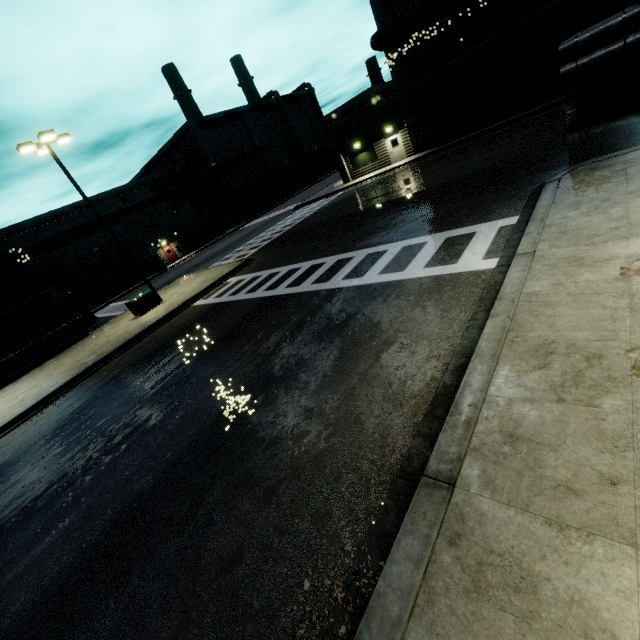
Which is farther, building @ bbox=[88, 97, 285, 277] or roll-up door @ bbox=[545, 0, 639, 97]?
building @ bbox=[88, 97, 285, 277]

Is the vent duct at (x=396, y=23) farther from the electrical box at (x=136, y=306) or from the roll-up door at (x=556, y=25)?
the electrical box at (x=136, y=306)

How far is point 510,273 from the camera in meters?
5.8

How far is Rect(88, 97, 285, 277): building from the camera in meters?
40.8 m

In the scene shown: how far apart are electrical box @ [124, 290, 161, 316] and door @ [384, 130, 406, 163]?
23.4 meters

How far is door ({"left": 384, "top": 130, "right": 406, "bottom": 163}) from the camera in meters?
28.2

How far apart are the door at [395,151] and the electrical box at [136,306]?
23.36m

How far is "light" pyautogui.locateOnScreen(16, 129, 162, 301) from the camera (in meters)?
15.80
